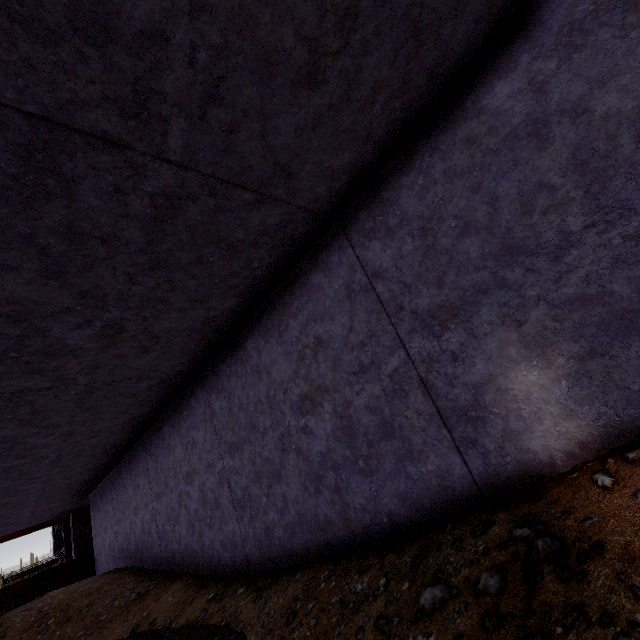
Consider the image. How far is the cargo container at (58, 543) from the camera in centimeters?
2339cm

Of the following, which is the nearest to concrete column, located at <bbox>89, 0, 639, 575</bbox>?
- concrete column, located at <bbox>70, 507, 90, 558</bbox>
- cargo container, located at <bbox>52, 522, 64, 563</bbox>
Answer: concrete column, located at <bbox>70, 507, 90, 558</bbox>

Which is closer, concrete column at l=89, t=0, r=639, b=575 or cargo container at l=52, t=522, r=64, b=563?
concrete column at l=89, t=0, r=639, b=575

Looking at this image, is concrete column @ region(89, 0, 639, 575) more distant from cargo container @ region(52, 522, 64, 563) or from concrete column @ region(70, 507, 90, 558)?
cargo container @ region(52, 522, 64, 563)

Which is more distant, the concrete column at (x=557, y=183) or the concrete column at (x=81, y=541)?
the concrete column at (x=81, y=541)

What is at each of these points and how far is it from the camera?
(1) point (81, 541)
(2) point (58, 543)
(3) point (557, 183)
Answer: (1) concrete column, 15.0m
(2) cargo container, 24.6m
(3) concrete column, 2.2m

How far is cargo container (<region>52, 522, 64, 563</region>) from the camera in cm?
2339
